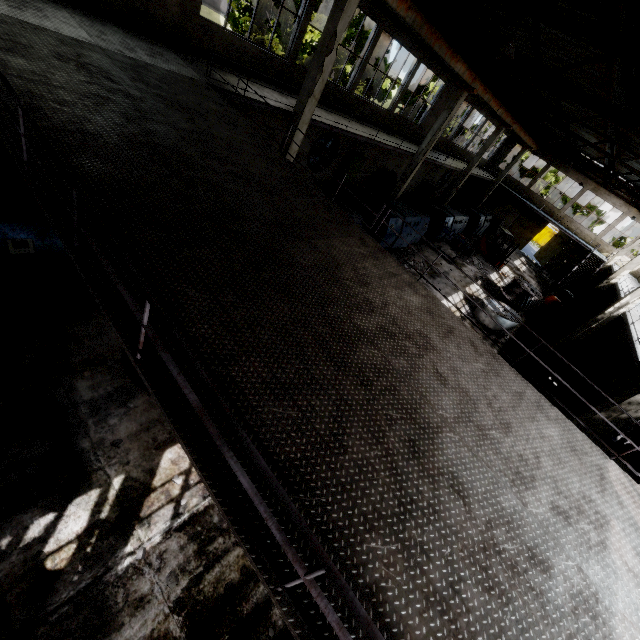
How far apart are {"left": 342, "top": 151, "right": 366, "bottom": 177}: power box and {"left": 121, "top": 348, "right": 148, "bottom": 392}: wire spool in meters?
14.5 m

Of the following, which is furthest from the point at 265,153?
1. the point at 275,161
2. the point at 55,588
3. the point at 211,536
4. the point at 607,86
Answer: the point at 607,86

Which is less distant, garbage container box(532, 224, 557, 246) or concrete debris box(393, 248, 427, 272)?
concrete debris box(393, 248, 427, 272)

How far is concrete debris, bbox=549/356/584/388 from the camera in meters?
16.8 m

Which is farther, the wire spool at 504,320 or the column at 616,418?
the wire spool at 504,320

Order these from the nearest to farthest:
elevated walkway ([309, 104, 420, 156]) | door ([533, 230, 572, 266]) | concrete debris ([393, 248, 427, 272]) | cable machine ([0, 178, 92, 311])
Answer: cable machine ([0, 178, 92, 311])
elevated walkway ([309, 104, 420, 156])
concrete debris ([393, 248, 427, 272])
door ([533, 230, 572, 266])

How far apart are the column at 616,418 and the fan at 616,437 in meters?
4.9 m

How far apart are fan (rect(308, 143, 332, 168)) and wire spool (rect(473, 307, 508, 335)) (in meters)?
11.04
